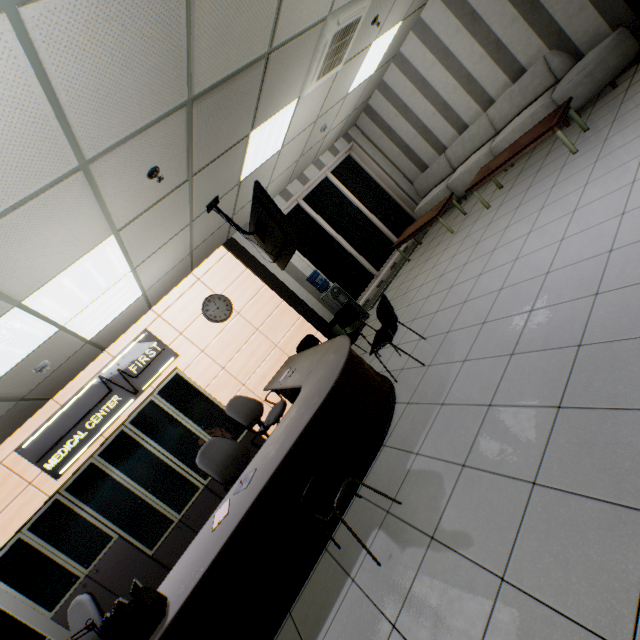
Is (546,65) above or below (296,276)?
below

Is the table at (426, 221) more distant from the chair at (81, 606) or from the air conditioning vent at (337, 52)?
the chair at (81, 606)

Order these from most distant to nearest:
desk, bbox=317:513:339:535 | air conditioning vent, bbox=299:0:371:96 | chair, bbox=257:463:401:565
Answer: air conditioning vent, bbox=299:0:371:96 < desk, bbox=317:513:339:535 < chair, bbox=257:463:401:565

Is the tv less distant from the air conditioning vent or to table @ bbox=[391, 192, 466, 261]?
the air conditioning vent

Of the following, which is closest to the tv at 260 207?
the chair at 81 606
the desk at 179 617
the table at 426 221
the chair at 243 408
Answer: the desk at 179 617

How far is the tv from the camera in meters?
3.8 m

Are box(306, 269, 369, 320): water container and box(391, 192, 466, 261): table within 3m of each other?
yes

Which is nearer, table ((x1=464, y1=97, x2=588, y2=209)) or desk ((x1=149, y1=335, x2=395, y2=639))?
desk ((x1=149, y1=335, x2=395, y2=639))
